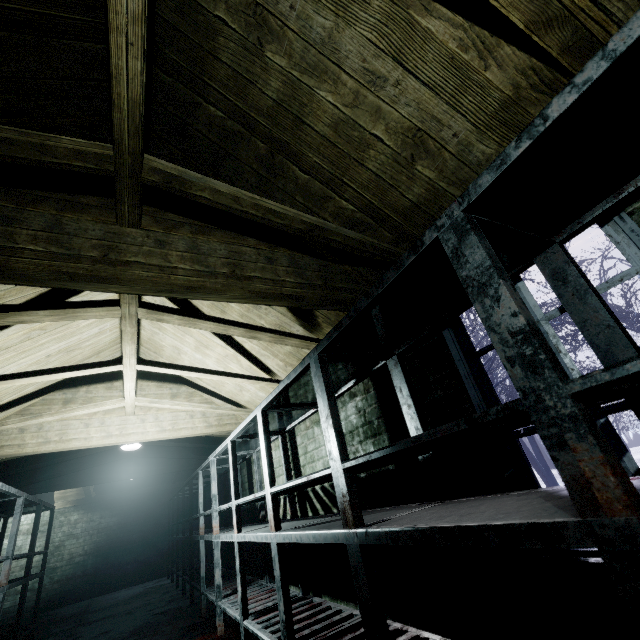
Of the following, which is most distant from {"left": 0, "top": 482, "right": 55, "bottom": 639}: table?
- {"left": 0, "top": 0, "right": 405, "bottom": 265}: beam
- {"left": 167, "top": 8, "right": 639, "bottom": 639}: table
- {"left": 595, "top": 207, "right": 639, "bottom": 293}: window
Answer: {"left": 595, "top": 207, "right": 639, "bottom": 293}: window

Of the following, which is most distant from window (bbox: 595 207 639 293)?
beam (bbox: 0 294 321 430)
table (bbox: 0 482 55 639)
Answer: table (bbox: 0 482 55 639)

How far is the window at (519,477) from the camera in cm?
139

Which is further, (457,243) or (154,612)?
(154,612)

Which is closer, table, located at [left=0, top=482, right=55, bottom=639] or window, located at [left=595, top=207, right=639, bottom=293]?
window, located at [left=595, top=207, right=639, bottom=293]

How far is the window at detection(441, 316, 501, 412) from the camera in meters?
1.6
